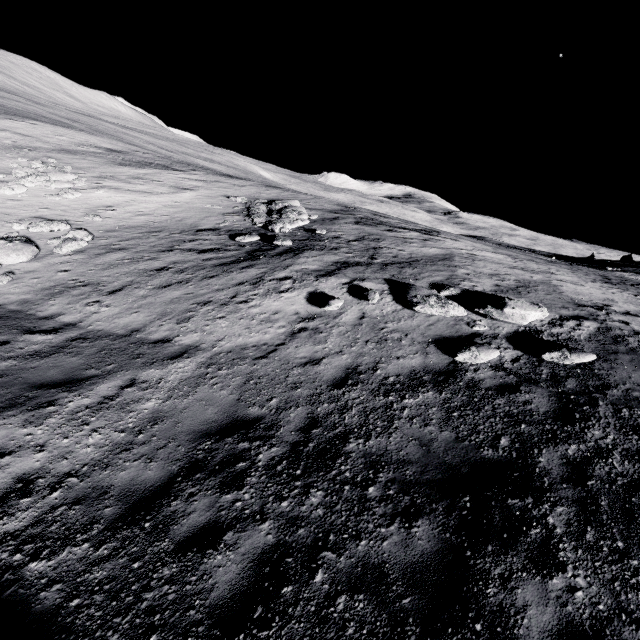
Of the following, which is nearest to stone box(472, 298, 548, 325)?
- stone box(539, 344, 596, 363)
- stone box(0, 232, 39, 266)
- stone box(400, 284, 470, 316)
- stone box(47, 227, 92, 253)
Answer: stone box(400, 284, 470, 316)

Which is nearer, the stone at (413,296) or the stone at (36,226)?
the stone at (413,296)

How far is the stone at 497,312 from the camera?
8.7m

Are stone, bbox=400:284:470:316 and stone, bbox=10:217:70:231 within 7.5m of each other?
no

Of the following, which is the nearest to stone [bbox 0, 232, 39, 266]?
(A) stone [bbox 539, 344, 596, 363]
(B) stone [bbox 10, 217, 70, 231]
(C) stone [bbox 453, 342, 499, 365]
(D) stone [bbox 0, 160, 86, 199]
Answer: (B) stone [bbox 10, 217, 70, 231]

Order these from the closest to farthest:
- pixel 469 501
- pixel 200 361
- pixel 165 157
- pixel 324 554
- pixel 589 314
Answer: pixel 324 554 → pixel 469 501 → pixel 200 361 → pixel 589 314 → pixel 165 157

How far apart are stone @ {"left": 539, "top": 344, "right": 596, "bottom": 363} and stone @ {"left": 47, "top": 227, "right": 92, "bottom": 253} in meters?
17.3

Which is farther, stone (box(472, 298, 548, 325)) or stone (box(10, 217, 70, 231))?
stone (box(10, 217, 70, 231))
